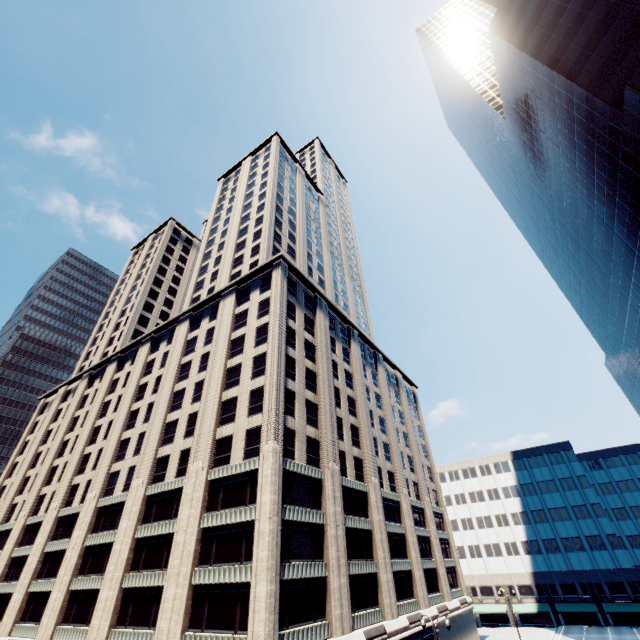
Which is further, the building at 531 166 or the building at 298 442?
the building at 531 166

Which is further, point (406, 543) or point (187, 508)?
point (406, 543)

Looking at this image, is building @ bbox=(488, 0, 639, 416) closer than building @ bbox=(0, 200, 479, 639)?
No
